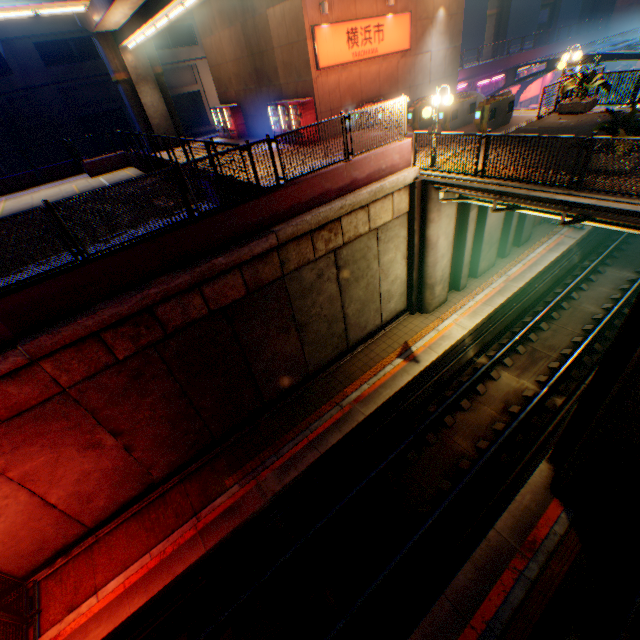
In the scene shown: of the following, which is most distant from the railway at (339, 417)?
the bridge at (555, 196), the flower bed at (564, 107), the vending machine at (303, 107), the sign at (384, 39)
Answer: the sign at (384, 39)

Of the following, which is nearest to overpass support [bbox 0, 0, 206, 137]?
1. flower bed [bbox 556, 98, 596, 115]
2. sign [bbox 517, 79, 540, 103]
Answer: flower bed [bbox 556, 98, 596, 115]

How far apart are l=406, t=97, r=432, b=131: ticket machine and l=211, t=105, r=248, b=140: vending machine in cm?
1282

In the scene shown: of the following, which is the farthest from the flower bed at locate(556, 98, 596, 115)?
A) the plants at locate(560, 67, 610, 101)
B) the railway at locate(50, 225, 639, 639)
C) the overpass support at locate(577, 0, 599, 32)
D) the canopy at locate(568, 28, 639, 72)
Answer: the overpass support at locate(577, 0, 599, 32)

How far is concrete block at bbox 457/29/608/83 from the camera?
28.45m

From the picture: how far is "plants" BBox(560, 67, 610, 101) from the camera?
12.79m

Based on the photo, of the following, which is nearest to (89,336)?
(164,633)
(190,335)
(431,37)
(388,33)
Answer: (190,335)

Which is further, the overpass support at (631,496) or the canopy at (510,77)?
the canopy at (510,77)
